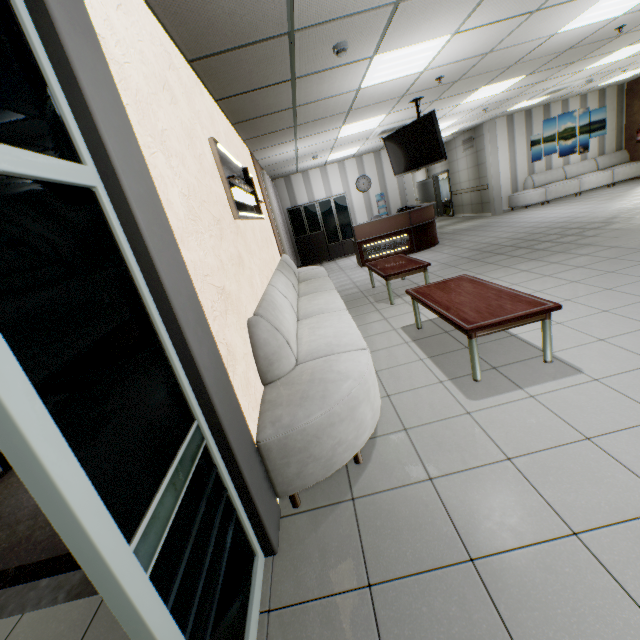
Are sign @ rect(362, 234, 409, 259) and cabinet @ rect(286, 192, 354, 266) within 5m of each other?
yes

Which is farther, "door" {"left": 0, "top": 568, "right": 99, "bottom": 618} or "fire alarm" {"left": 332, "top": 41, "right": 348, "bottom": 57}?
"fire alarm" {"left": 332, "top": 41, "right": 348, "bottom": 57}

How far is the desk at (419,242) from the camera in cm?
889

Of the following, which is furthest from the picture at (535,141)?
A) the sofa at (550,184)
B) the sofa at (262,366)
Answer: the sofa at (262,366)

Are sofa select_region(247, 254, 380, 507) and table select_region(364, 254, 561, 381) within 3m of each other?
yes

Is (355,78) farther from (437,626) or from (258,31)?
(437,626)

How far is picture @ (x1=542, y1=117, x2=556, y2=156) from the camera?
11.5m

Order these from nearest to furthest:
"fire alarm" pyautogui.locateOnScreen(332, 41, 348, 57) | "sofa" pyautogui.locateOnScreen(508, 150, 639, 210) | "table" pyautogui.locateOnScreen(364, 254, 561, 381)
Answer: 1. "table" pyautogui.locateOnScreen(364, 254, 561, 381)
2. "fire alarm" pyautogui.locateOnScreen(332, 41, 348, 57)
3. "sofa" pyautogui.locateOnScreen(508, 150, 639, 210)
